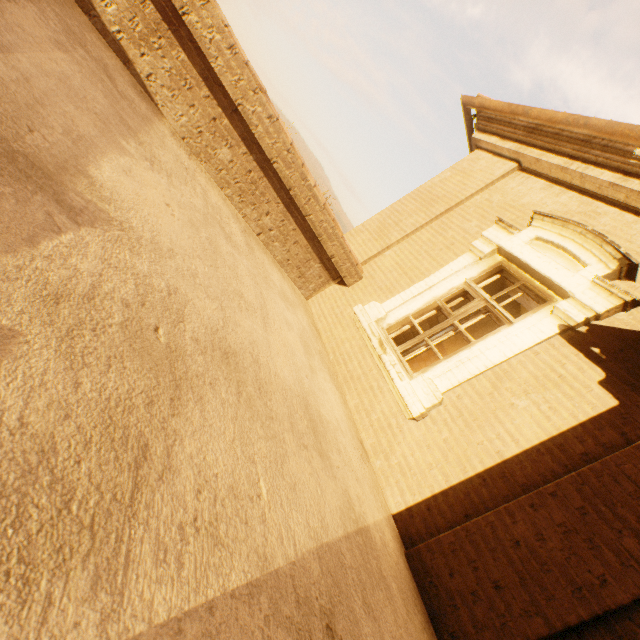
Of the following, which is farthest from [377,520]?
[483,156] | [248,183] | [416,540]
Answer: [483,156]
